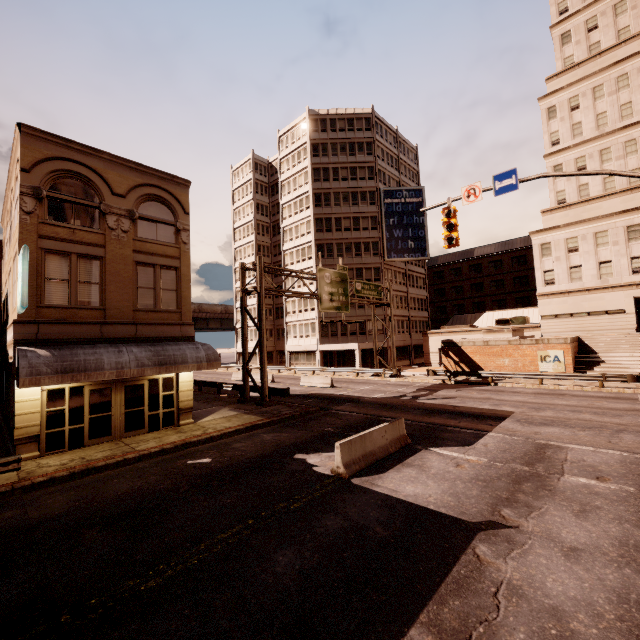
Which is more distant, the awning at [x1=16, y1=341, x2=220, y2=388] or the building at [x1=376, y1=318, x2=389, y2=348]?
the building at [x1=376, y1=318, x2=389, y2=348]

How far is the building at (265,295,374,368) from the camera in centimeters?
4488cm

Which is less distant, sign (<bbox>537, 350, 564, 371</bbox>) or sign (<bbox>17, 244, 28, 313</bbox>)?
sign (<bbox>17, 244, 28, 313</bbox>)

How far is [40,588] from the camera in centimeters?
575cm

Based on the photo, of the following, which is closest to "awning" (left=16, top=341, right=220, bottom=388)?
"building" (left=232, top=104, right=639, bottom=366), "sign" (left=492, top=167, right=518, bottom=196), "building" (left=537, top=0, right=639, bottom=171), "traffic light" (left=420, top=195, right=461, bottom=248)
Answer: "traffic light" (left=420, top=195, right=461, bottom=248)

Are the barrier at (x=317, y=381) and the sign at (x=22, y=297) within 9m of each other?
no

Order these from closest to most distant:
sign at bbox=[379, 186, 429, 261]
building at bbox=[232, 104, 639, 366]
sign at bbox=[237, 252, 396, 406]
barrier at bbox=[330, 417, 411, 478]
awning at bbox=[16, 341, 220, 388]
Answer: barrier at bbox=[330, 417, 411, 478] < awning at bbox=[16, 341, 220, 388] < sign at bbox=[237, 252, 396, 406] < building at bbox=[232, 104, 639, 366] < sign at bbox=[379, 186, 429, 261]

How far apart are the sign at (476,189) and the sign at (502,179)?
0.3m
